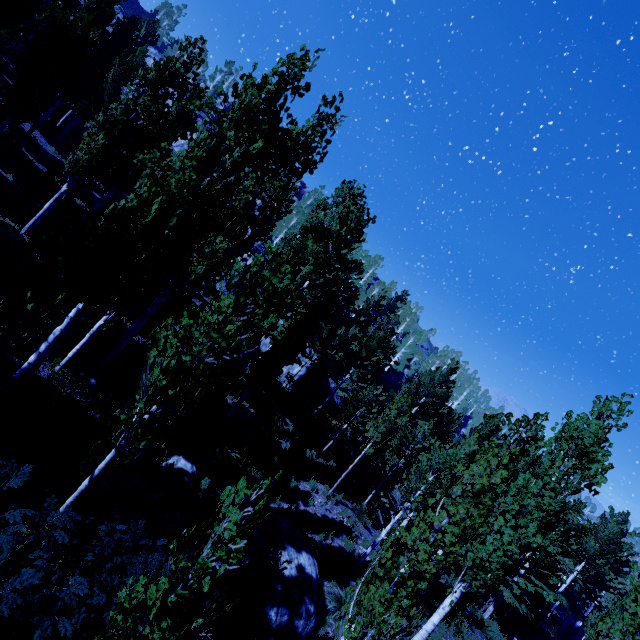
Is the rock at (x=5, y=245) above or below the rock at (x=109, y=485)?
above

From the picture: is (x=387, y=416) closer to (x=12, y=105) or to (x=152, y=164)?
(x=152, y=164)

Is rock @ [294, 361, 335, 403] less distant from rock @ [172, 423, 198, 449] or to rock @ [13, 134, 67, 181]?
rock @ [13, 134, 67, 181]

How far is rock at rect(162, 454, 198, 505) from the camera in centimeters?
1005cm

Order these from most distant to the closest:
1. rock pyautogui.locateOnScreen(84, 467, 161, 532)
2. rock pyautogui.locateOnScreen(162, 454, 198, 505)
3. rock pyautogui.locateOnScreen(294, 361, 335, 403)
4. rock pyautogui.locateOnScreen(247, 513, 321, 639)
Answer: rock pyautogui.locateOnScreen(294, 361, 335, 403), rock pyautogui.locateOnScreen(162, 454, 198, 505), rock pyautogui.locateOnScreen(247, 513, 321, 639), rock pyautogui.locateOnScreen(84, 467, 161, 532)

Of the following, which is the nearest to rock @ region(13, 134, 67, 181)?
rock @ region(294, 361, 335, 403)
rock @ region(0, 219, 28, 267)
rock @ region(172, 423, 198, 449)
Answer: rock @ region(294, 361, 335, 403)

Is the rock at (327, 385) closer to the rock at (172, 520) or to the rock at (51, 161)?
the rock at (51, 161)
